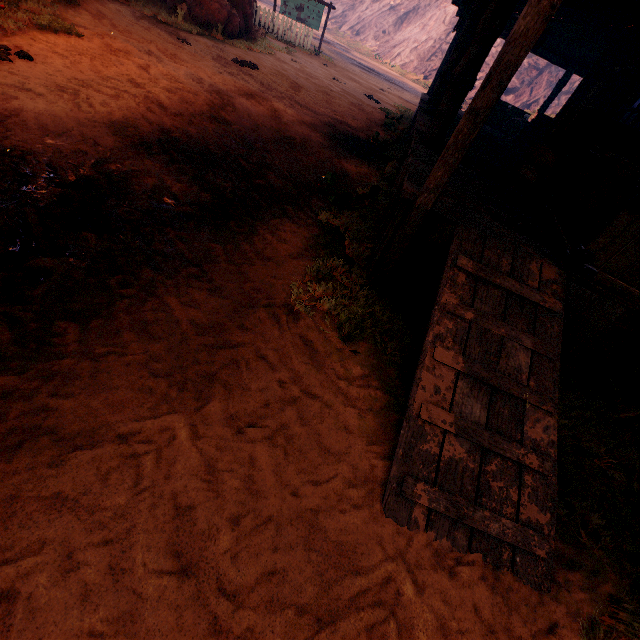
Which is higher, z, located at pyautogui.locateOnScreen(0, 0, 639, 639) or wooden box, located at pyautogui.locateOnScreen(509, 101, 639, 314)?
wooden box, located at pyautogui.locateOnScreen(509, 101, 639, 314)

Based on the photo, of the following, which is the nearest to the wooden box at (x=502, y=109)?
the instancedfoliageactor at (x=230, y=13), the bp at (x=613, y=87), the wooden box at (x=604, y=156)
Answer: the bp at (x=613, y=87)

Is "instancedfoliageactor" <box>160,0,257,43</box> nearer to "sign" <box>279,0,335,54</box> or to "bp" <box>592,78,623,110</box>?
"sign" <box>279,0,335,54</box>

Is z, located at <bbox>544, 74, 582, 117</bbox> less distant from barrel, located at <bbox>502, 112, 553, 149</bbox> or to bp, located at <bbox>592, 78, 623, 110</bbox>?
barrel, located at <bbox>502, 112, 553, 149</bbox>

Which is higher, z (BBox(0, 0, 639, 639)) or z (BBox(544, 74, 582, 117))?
z (BBox(544, 74, 582, 117))

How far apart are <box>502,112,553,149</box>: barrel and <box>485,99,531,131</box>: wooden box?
1.2 meters

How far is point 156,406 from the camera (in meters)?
1.83

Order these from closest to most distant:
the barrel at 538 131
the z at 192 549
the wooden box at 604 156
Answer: the z at 192 549 < the wooden box at 604 156 < the barrel at 538 131
